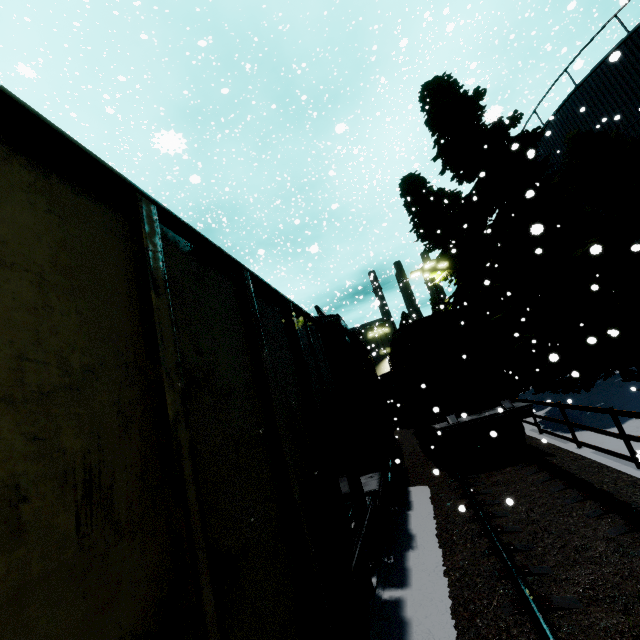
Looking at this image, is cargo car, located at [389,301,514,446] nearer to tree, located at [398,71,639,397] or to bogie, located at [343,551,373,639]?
tree, located at [398,71,639,397]

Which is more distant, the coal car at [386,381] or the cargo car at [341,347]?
the coal car at [386,381]

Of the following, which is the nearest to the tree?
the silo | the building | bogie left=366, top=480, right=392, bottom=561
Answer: the silo

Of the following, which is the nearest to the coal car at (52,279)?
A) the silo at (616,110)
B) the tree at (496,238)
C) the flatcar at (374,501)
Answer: the flatcar at (374,501)

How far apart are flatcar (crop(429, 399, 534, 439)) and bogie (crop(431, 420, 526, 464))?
0.01m

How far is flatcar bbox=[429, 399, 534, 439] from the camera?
9.54m

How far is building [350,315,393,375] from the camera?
57.44m

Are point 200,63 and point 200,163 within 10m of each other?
no
